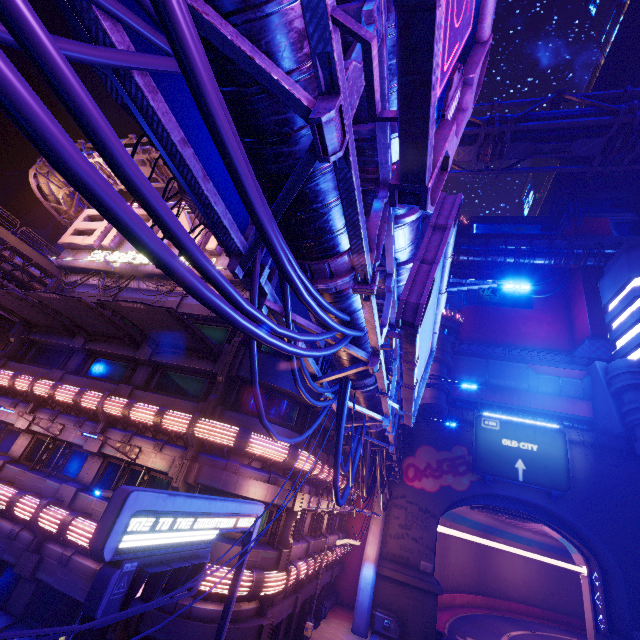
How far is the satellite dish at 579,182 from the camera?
48.04m

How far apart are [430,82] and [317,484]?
21.1 meters

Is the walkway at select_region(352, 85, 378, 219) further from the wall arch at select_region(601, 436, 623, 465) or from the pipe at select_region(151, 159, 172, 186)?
the pipe at select_region(151, 159, 172, 186)

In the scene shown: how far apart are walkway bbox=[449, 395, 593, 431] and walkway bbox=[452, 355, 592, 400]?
1.5 meters

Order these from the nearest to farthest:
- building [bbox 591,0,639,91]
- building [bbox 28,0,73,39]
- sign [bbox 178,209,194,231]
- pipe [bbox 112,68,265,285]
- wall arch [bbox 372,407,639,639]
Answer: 1. pipe [bbox 112,68,265,285]
2. sign [bbox 178,209,194,231]
3. wall arch [bbox 372,407,639,639]
4. building [bbox 591,0,639,91]
5. building [bbox 28,0,73,39]

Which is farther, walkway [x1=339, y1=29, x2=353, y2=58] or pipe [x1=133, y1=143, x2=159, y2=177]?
pipe [x1=133, y1=143, x2=159, y2=177]

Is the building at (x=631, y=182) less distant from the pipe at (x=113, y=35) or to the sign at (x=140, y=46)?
the pipe at (x=113, y=35)

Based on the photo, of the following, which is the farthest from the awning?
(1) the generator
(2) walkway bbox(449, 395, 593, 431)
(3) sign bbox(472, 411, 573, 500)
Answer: (2) walkway bbox(449, 395, 593, 431)
